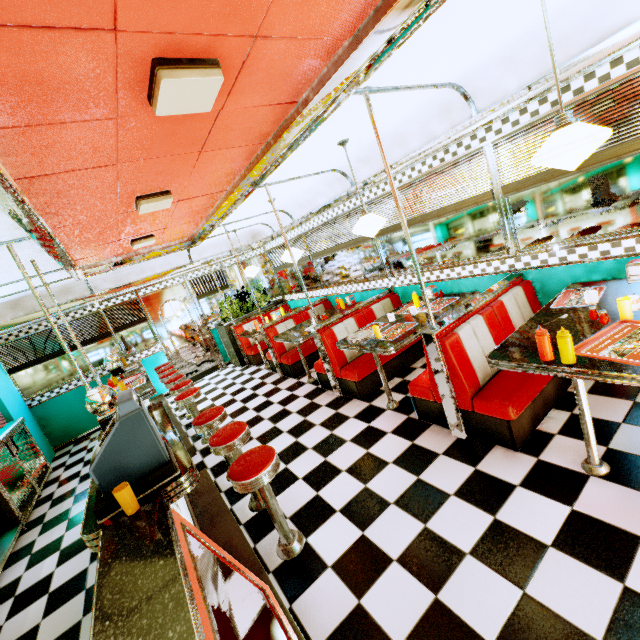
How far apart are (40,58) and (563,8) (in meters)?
3.30

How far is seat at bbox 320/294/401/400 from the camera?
4.3 meters

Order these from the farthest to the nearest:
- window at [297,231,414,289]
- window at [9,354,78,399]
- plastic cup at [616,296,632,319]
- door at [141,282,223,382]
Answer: door at [141,282,223,382] < window at [9,354,78,399] < window at [297,231,414,289] < plastic cup at [616,296,632,319]

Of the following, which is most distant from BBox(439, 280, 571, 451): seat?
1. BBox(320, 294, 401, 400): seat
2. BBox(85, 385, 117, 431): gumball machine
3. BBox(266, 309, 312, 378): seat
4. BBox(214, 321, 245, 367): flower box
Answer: BBox(214, 321, 245, 367): flower box

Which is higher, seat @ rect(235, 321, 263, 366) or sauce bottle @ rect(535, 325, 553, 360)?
sauce bottle @ rect(535, 325, 553, 360)

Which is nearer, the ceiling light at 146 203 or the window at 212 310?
the ceiling light at 146 203

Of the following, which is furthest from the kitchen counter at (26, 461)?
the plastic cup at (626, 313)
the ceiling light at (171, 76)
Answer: the plastic cup at (626, 313)

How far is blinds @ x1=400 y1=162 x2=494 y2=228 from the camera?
3.5 meters
